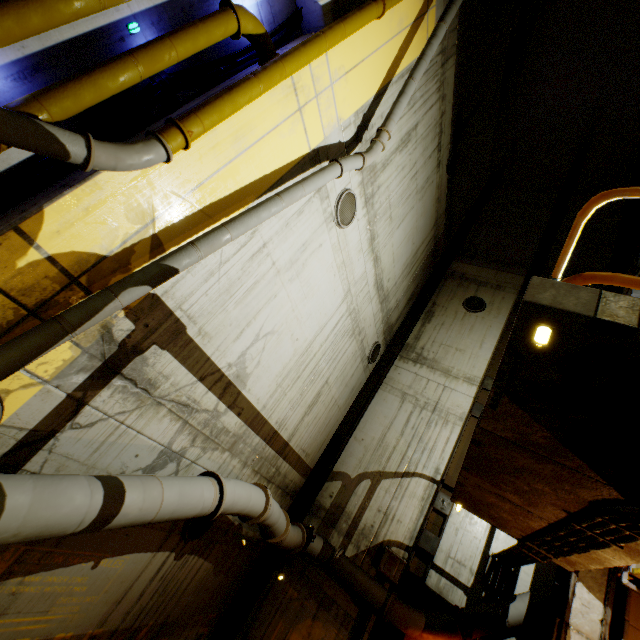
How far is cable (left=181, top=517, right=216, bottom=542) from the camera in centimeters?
588cm

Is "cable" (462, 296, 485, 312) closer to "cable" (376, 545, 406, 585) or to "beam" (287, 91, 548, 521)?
"beam" (287, 91, 548, 521)

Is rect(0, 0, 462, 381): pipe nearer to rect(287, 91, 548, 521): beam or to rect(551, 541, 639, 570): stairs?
rect(551, 541, 639, 570): stairs

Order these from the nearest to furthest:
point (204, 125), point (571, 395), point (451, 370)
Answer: point (571, 395) < point (204, 125) < point (451, 370)

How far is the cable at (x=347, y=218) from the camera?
6.6 meters

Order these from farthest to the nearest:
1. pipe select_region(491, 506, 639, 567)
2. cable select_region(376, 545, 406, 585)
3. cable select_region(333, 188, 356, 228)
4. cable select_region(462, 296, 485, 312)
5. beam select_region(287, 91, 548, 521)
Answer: cable select_region(462, 296, 485, 312) < beam select_region(287, 91, 548, 521) < cable select_region(376, 545, 406, 585) < cable select_region(333, 188, 356, 228) < pipe select_region(491, 506, 639, 567)

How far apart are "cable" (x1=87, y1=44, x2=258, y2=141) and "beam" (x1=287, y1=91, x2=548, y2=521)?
9.4 meters

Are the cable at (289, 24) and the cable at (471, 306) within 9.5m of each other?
no
